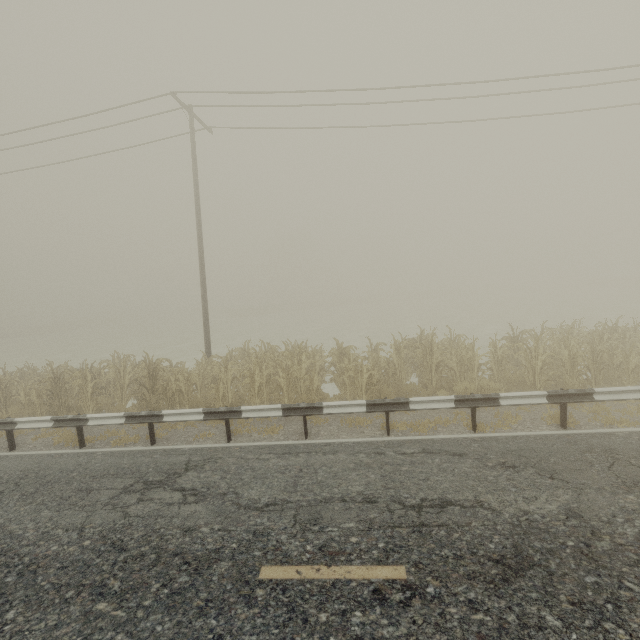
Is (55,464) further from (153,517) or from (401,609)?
(401,609)

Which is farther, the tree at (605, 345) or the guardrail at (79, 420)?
the tree at (605, 345)

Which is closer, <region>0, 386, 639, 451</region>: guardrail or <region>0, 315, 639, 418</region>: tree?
<region>0, 386, 639, 451</region>: guardrail
